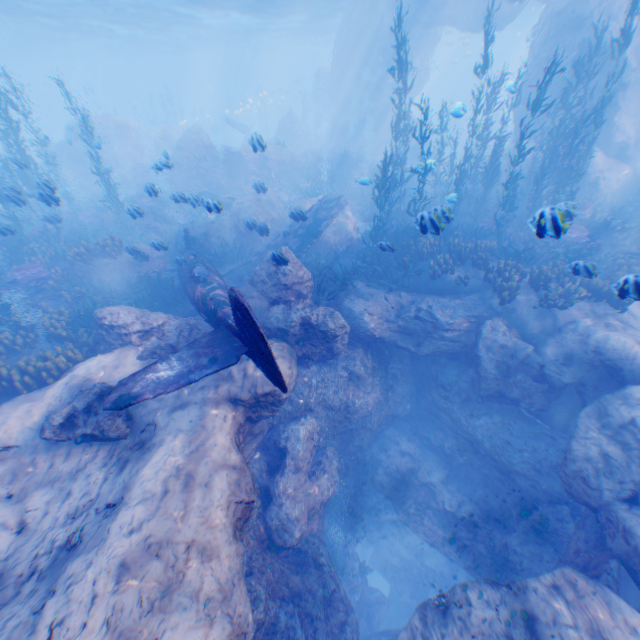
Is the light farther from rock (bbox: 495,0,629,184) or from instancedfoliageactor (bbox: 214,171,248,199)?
instancedfoliageactor (bbox: 214,171,248,199)

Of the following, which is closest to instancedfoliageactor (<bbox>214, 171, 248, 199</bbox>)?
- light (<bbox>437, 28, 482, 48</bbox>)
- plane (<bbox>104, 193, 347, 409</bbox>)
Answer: plane (<bbox>104, 193, 347, 409</bbox>)

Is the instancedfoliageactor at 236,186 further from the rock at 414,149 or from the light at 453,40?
the light at 453,40

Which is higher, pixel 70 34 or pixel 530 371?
pixel 70 34

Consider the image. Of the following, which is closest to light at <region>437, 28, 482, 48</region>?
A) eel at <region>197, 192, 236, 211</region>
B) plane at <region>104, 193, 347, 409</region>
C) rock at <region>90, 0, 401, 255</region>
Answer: rock at <region>90, 0, 401, 255</region>

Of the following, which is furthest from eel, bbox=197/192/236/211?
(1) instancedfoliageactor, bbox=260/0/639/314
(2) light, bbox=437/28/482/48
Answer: (2) light, bbox=437/28/482/48

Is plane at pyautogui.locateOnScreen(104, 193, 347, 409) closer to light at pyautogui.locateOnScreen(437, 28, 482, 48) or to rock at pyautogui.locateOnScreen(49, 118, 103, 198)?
rock at pyautogui.locateOnScreen(49, 118, 103, 198)

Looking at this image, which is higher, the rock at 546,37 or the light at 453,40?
the light at 453,40
